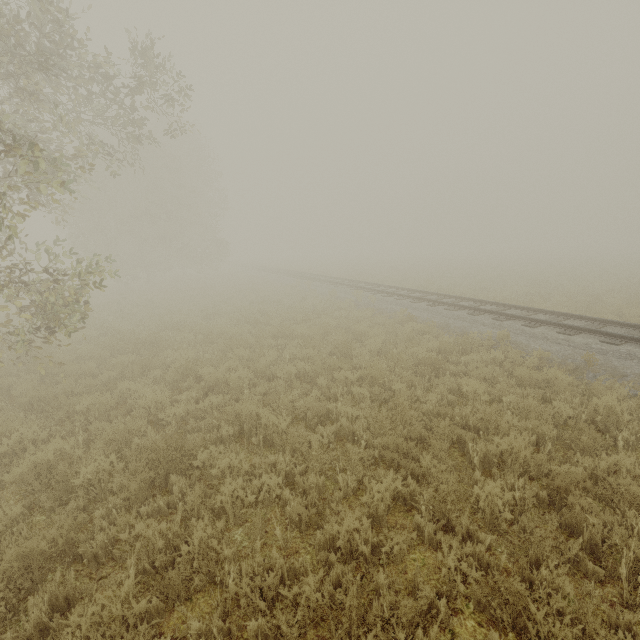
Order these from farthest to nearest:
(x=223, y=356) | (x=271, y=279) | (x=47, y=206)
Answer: (x=271, y=279) < (x=47, y=206) < (x=223, y=356)
